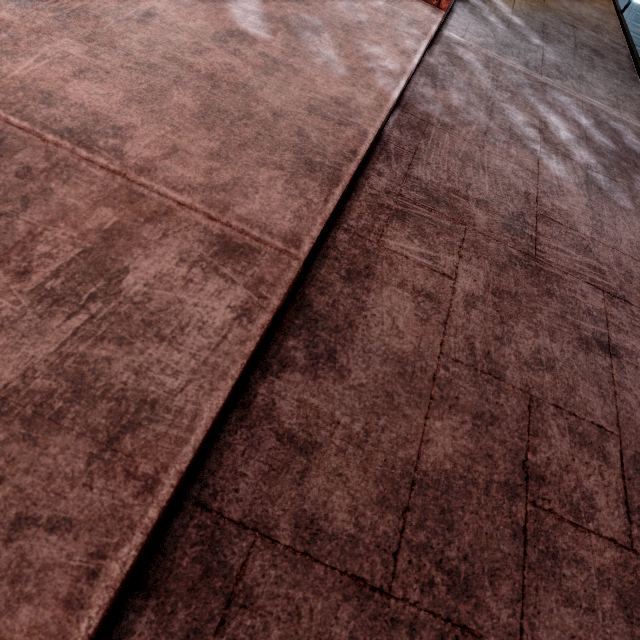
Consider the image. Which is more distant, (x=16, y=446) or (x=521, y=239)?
(x=521, y=239)
